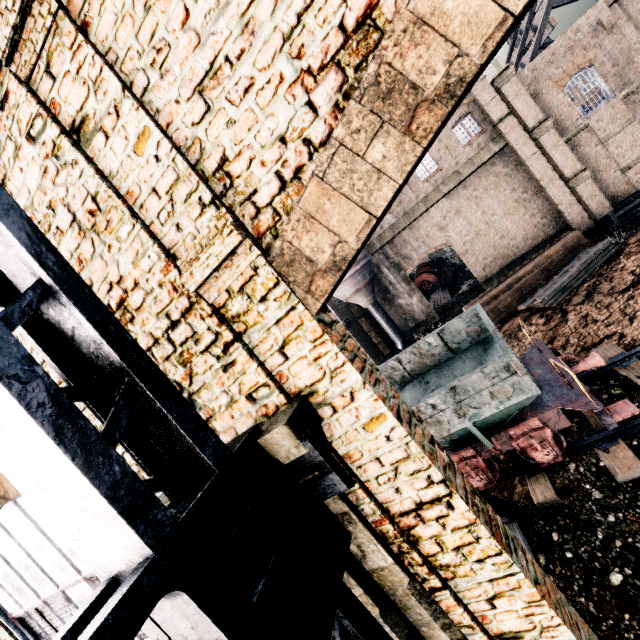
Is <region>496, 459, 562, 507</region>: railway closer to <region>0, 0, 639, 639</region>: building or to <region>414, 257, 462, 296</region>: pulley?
<region>0, 0, 639, 639</region>: building

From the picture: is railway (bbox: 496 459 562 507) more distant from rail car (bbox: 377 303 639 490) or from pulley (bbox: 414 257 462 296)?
pulley (bbox: 414 257 462 296)

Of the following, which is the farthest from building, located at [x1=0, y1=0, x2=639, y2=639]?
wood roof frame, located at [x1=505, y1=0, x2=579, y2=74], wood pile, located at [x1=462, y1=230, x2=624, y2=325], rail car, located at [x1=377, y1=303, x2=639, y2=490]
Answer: rail car, located at [x1=377, y1=303, x2=639, y2=490]

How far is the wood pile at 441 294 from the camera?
31.20m

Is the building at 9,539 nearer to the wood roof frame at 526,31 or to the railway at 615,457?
the wood roof frame at 526,31

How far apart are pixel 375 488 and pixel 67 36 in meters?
5.3 m

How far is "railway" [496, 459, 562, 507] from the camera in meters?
8.7 m

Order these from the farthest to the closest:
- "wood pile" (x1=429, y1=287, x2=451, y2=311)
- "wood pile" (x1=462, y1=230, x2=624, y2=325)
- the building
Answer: "wood pile" (x1=429, y1=287, x2=451, y2=311) → "wood pile" (x1=462, y1=230, x2=624, y2=325) → the building
